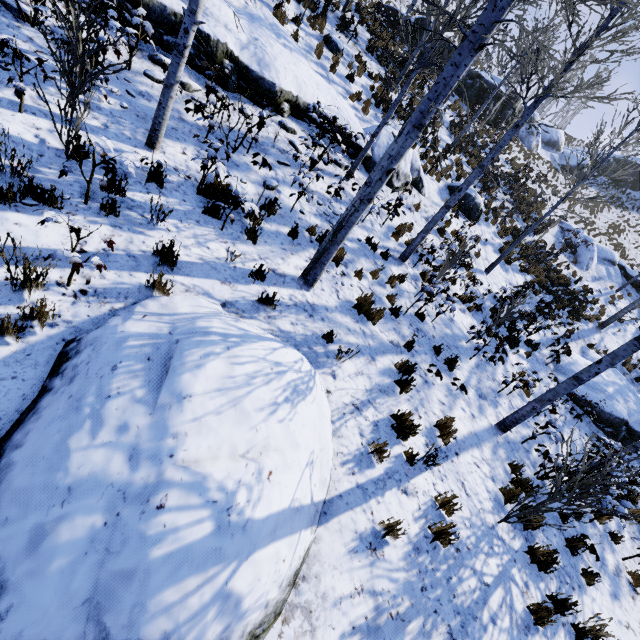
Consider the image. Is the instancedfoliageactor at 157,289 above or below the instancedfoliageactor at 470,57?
below

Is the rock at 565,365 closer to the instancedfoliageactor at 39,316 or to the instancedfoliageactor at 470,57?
the instancedfoliageactor at 470,57

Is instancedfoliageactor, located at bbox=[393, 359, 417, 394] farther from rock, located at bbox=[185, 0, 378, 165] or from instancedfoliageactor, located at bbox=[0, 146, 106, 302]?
rock, located at bbox=[185, 0, 378, 165]

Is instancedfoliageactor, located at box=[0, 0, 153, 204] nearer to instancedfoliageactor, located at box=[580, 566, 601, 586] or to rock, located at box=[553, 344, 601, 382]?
instancedfoliageactor, located at box=[580, 566, 601, 586]

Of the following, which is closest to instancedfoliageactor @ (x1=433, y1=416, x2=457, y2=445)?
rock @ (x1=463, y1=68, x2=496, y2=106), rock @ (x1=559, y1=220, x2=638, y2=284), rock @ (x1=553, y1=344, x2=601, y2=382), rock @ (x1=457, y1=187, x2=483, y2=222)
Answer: rock @ (x1=553, y1=344, x2=601, y2=382)

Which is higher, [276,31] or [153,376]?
[276,31]

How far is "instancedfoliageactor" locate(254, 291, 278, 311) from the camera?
5.20m

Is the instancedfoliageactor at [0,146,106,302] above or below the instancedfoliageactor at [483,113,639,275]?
below
